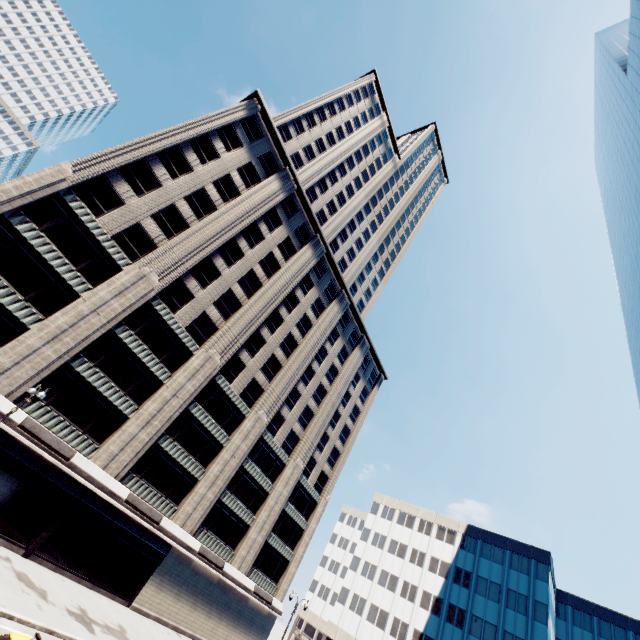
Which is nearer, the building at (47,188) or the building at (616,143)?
the building at (47,188)

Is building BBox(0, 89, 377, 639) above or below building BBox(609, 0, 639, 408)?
below

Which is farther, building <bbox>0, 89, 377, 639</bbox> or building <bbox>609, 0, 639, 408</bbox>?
building <bbox>609, 0, 639, 408</bbox>

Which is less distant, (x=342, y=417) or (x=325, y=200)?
(x=342, y=417)

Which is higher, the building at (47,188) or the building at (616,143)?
the building at (616,143)
